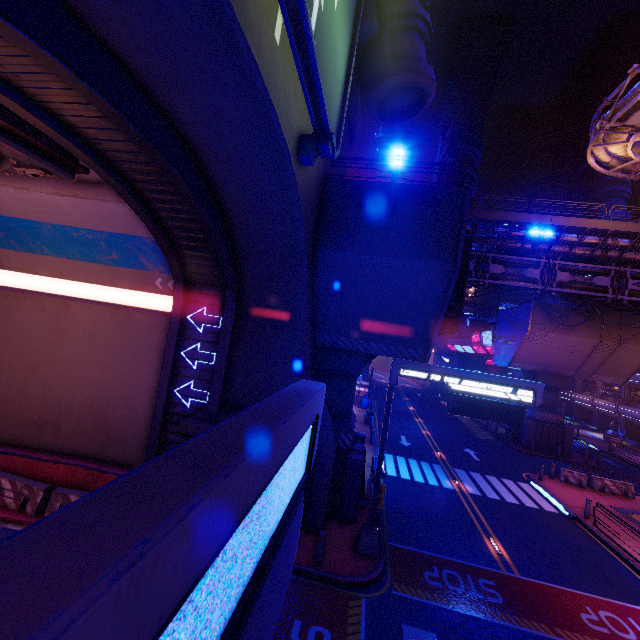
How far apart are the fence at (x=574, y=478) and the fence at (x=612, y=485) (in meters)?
0.32

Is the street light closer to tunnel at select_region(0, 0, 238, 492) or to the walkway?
tunnel at select_region(0, 0, 238, 492)

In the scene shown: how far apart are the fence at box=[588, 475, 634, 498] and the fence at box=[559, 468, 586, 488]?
0.3m

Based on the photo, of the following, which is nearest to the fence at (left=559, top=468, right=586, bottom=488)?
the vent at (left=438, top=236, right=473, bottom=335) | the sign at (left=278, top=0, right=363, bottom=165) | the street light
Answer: the vent at (left=438, top=236, right=473, bottom=335)

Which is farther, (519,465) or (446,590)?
(519,465)

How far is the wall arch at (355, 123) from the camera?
12.69m

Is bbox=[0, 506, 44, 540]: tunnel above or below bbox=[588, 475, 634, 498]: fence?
below

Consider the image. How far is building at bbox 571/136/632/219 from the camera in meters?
53.0 m
